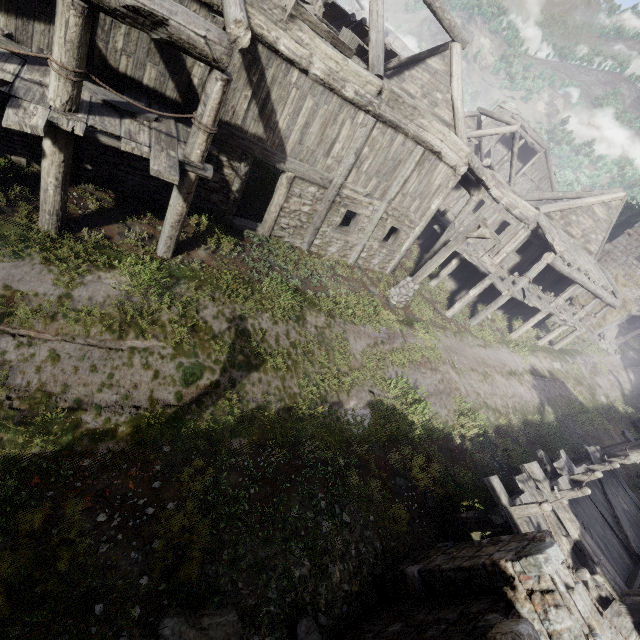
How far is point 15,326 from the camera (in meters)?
5.56

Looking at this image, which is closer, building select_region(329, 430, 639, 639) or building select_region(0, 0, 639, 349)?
building select_region(329, 430, 639, 639)

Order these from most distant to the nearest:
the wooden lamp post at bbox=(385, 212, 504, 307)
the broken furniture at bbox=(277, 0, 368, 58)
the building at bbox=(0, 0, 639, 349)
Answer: the wooden lamp post at bbox=(385, 212, 504, 307) → the broken furniture at bbox=(277, 0, 368, 58) → the building at bbox=(0, 0, 639, 349)

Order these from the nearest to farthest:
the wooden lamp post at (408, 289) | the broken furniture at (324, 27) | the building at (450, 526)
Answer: the building at (450, 526) < the broken furniture at (324, 27) < the wooden lamp post at (408, 289)

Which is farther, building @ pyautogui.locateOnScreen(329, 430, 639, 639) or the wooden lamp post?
the wooden lamp post

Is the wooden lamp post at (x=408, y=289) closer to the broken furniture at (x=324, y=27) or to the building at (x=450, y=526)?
the building at (x=450, y=526)

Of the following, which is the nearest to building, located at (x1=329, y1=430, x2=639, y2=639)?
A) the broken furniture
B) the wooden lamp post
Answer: the broken furniture

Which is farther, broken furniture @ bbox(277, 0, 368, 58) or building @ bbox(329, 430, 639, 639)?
broken furniture @ bbox(277, 0, 368, 58)
